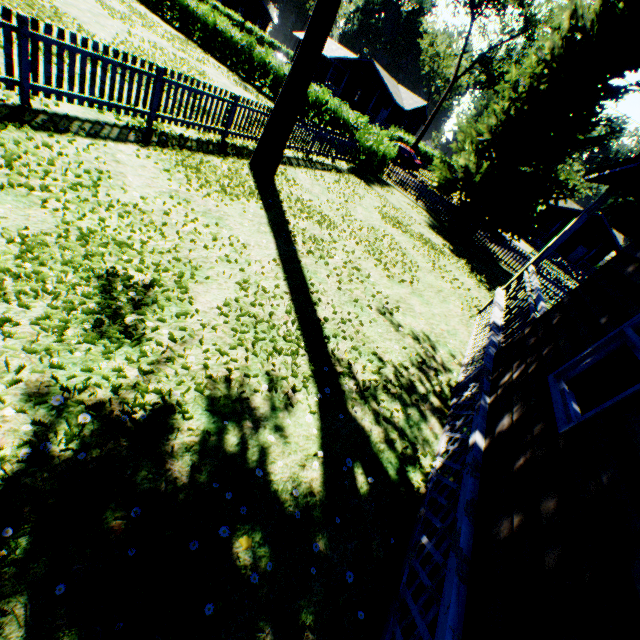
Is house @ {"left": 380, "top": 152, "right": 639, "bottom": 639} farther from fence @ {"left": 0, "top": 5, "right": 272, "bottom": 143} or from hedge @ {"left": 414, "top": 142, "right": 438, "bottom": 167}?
hedge @ {"left": 414, "top": 142, "right": 438, "bottom": 167}

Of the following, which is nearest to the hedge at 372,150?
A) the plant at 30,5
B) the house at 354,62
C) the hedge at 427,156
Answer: the plant at 30,5

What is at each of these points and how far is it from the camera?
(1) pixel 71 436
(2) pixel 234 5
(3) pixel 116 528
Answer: (1) plant, 2.6m
(2) house, 55.2m
(3) plant, 2.4m

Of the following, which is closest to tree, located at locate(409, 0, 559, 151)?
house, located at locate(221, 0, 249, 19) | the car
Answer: the car

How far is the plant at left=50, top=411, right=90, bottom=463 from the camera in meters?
2.6 m

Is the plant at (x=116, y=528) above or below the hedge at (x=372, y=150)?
below

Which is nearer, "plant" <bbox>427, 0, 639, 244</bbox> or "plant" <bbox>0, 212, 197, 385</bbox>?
"plant" <bbox>0, 212, 197, 385</bbox>

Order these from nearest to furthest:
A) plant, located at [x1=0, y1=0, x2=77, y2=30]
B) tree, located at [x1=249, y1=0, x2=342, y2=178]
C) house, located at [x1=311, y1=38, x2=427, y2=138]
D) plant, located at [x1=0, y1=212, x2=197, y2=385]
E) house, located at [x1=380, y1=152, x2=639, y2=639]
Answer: house, located at [x1=380, y1=152, x2=639, y2=639] → plant, located at [x1=0, y1=212, x2=197, y2=385] → tree, located at [x1=249, y1=0, x2=342, y2=178] → plant, located at [x1=0, y1=0, x2=77, y2=30] → house, located at [x1=311, y1=38, x2=427, y2=138]
